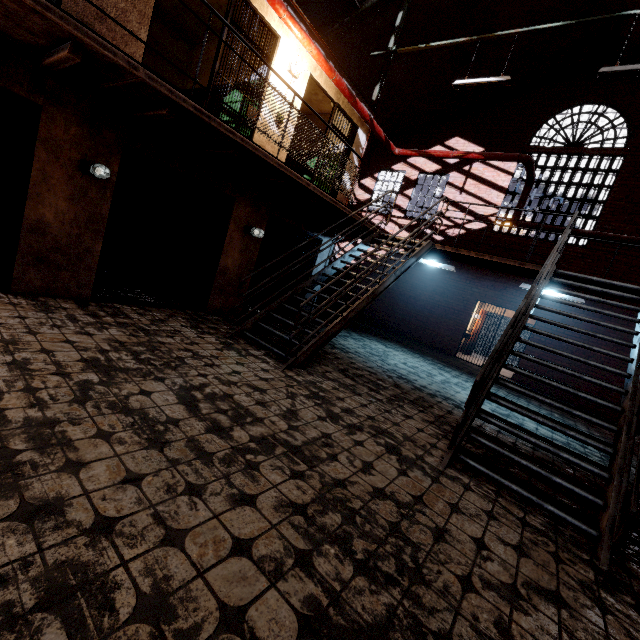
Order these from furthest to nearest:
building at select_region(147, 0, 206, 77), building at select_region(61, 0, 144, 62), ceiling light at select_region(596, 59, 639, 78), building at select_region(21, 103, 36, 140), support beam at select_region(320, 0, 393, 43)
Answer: → support beam at select_region(320, 0, 393, 43) → building at select_region(147, 0, 206, 77) → ceiling light at select_region(596, 59, 639, 78) → building at select_region(21, 103, 36, 140) → building at select_region(61, 0, 144, 62)

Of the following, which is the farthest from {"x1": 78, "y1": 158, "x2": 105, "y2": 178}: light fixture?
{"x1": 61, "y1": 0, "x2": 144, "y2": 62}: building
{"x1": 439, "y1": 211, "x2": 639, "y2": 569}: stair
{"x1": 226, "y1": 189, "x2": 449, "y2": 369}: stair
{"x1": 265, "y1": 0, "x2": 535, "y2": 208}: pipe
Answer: {"x1": 439, "y1": 211, "x2": 639, "y2": 569}: stair

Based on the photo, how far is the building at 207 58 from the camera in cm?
743

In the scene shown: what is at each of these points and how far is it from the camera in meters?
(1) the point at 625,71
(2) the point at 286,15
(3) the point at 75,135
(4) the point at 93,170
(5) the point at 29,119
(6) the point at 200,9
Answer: (1) ceiling light, 5.5
(2) pipe, 5.6
(3) building, 4.2
(4) light fixture, 4.4
(5) building, 4.9
(6) building, 6.7

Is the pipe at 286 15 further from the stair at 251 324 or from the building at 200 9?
the stair at 251 324

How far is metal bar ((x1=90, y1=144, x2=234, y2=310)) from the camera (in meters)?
4.88

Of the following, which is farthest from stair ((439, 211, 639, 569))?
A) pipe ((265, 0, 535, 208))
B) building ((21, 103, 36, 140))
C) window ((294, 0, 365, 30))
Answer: building ((21, 103, 36, 140))

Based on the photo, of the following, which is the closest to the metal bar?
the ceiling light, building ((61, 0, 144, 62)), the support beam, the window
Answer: building ((61, 0, 144, 62))
